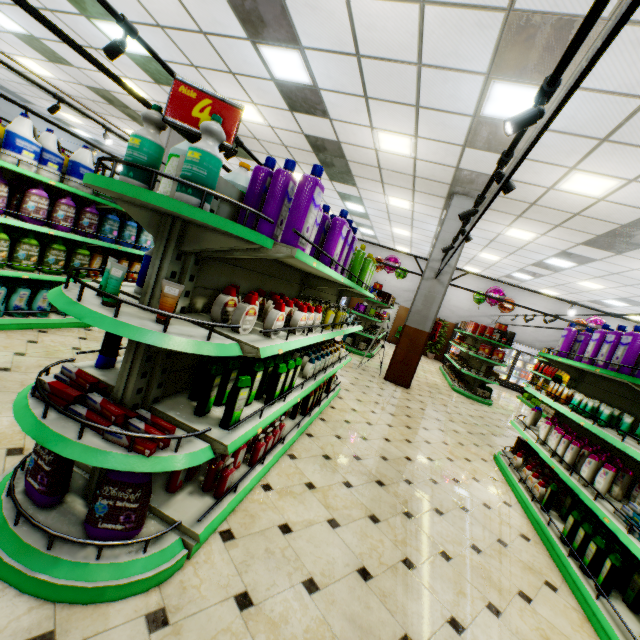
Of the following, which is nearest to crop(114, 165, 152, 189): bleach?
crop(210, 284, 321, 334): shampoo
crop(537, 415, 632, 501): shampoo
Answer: crop(210, 284, 321, 334): shampoo

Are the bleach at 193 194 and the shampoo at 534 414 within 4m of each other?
no

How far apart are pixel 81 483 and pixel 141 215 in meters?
1.7

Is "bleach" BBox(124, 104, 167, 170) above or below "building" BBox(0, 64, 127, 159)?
below

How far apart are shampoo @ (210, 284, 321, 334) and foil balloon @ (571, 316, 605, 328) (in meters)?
12.81

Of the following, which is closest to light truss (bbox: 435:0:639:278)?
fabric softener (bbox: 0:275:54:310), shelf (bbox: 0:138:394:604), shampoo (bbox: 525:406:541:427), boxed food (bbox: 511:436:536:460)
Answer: shelf (bbox: 0:138:394:604)

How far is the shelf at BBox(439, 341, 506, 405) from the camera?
9.8m

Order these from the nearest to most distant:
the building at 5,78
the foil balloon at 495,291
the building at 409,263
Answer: the building at 5,78
the foil balloon at 495,291
the building at 409,263
